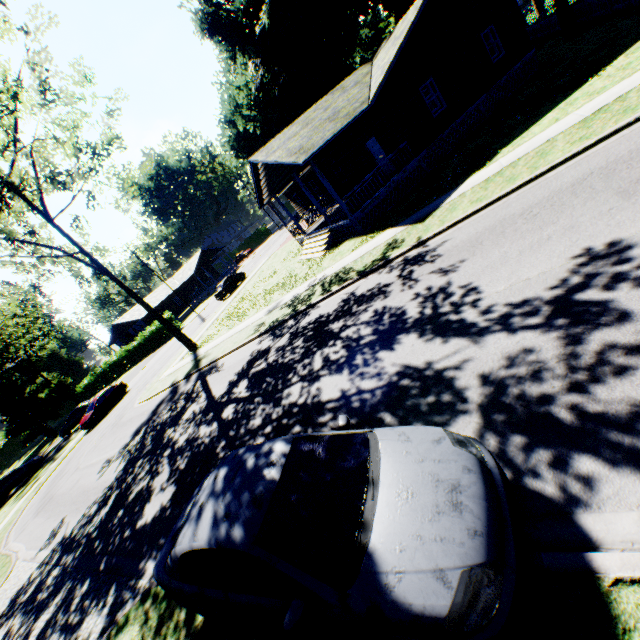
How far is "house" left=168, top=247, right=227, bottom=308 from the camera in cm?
5559

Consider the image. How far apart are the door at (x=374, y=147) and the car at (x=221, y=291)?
20.9 meters

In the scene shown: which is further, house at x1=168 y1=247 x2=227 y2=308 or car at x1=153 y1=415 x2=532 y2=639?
house at x1=168 y1=247 x2=227 y2=308

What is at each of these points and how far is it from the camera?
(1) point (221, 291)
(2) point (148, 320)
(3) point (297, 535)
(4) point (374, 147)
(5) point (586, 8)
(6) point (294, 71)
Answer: (1) car, 34.03m
(2) house, 50.41m
(3) car, 3.13m
(4) door, 18.56m
(5) fence, 18.95m
(6) plant, 26.31m

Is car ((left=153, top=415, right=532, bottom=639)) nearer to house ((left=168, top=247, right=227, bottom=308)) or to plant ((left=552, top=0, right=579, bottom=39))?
plant ((left=552, top=0, right=579, bottom=39))

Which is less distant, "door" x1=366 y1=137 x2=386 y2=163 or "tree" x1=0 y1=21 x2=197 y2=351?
"tree" x1=0 y1=21 x2=197 y2=351

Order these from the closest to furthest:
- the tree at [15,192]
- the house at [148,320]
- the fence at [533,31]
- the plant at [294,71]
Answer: the tree at [15,192] < the fence at [533,31] < the plant at [294,71] < the house at [148,320]
